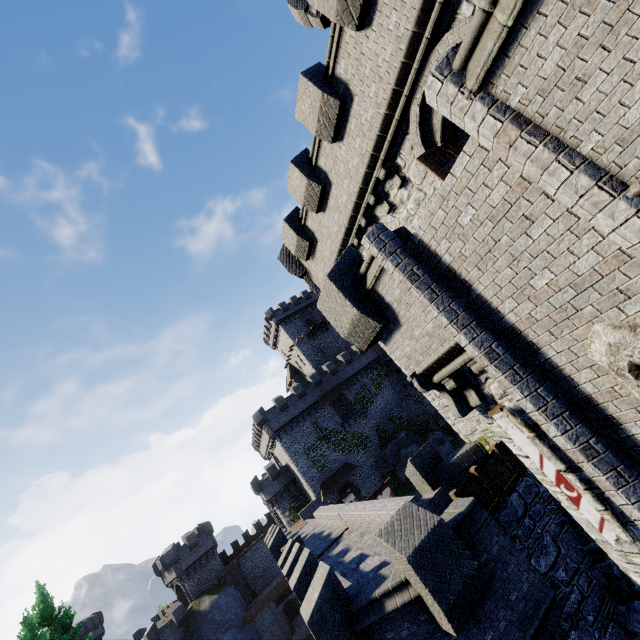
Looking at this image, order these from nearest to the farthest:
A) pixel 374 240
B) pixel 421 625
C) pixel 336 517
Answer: pixel 374 240 < pixel 421 625 < pixel 336 517

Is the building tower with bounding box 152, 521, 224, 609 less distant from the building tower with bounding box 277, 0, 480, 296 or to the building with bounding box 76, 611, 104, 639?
the building with bounding box 76, 611, 104, 639

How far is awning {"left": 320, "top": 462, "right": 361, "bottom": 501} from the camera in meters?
38.8

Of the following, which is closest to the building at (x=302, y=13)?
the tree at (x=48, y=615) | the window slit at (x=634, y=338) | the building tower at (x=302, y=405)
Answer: the window slit at (x=634, y=338)

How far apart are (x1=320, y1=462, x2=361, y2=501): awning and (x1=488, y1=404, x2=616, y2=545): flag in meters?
36.9

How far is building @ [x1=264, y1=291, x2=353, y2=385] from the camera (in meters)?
54.84

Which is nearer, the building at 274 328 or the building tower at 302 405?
the building tower at 302 405

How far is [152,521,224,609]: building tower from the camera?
41.3 meters
